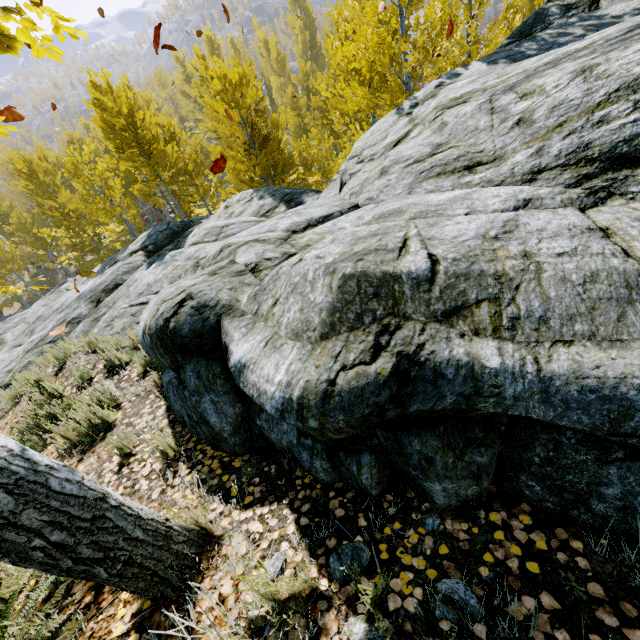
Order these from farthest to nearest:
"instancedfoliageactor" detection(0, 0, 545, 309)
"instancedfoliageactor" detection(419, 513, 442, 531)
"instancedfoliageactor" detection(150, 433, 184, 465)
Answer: "instancedfoliageactor" detection(0, 0, 545, 309) < "instancedfoliageactor" detection(150, 433, 184, 465) < "instancedfoliageactor" detection(419, 513, 442, 531)

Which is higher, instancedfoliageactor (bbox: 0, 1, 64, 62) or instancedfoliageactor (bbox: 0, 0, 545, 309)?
instancedfoliageactor (bbox: 0, 1, 64, 62)

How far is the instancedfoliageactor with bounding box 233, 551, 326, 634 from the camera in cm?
145

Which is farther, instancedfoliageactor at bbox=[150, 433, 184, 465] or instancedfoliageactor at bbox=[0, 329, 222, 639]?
instancedfoliageactor at bbox=[150, 433, 184, 465]

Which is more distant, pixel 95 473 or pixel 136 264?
pixel 136 264

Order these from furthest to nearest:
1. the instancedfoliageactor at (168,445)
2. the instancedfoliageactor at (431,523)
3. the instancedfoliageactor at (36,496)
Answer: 1. the instancedfoliageactor at (168,445)
2. the instancedfoliageactor at (431,523)
3. the instancedfoliageactor at (36,496)

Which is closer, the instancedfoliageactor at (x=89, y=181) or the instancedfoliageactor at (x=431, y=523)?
the instancedfoliageactor at (x=431, y=523)
